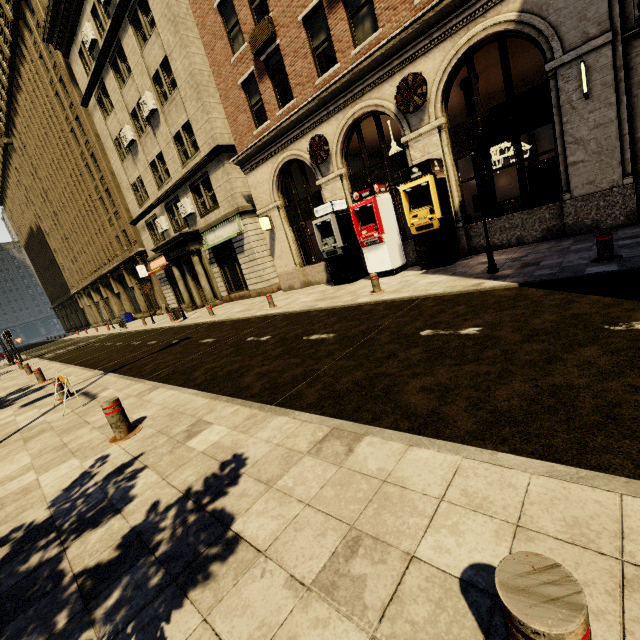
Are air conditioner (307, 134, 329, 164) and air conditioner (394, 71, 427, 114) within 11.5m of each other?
yes

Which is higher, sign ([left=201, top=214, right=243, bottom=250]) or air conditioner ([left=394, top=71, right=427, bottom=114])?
air conditioner ([left=394, top=71, right=427, bottom=114])

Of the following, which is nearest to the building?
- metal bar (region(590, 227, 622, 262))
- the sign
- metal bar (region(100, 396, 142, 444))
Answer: the sign

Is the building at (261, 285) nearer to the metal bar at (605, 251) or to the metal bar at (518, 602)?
the metal bar at (605, 251)

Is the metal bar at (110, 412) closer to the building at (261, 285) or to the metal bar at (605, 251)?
the metal bar at (605, 251)

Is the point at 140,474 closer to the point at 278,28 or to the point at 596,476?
the point at 596,476

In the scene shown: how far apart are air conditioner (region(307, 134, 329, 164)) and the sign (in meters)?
5.94

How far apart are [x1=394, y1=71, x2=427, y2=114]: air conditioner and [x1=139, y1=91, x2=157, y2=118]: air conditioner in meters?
15.5
